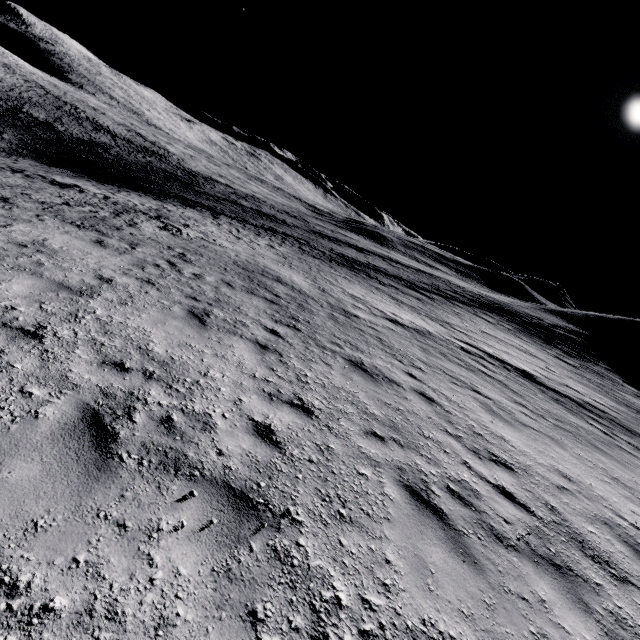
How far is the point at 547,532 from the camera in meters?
4.7
